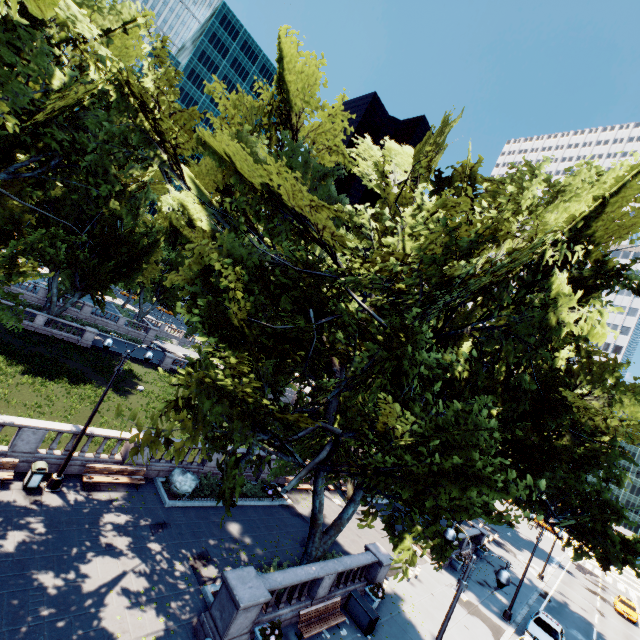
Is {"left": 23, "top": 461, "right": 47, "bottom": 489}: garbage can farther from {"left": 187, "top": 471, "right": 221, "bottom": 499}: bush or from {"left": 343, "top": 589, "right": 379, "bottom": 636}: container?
{"left": 343, "top": 589, "right": 379, "bottom": 636}: container

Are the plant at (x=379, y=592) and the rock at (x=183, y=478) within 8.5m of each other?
no

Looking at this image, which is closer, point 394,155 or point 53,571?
point 53,571

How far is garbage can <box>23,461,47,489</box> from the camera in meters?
13.8

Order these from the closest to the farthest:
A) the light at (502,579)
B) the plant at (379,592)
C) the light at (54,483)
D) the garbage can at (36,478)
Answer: the light at (502,579) → the garbage can at (36,478) → the light at (54,483) → the plant at (379,592)

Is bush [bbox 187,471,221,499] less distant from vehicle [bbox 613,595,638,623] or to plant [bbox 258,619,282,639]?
plant [bbox 258,619,282,639]

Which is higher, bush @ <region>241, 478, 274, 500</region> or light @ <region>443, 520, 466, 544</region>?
light @ <region>443, 520, 466, 544</region>

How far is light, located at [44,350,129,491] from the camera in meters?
14.4
